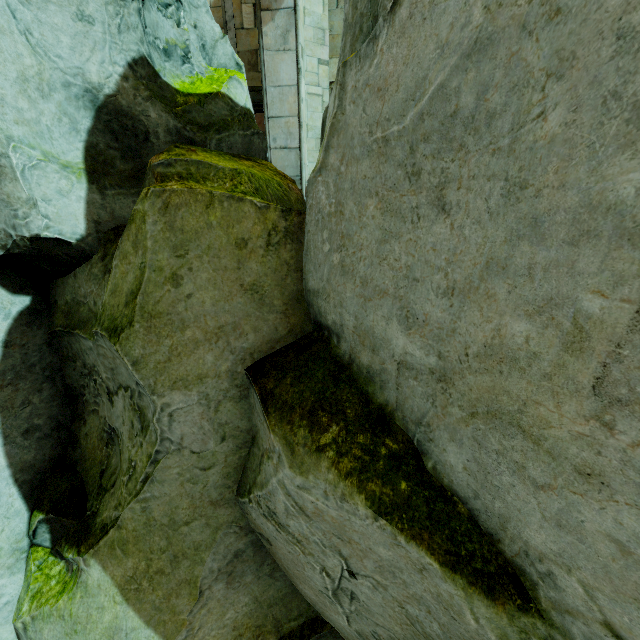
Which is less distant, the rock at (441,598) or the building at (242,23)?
the rock at (441,598)

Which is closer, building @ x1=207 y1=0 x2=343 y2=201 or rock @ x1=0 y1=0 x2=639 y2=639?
rock @ x1=0 y1=0 x2=639 y2=639

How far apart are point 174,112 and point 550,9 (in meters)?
3.74
